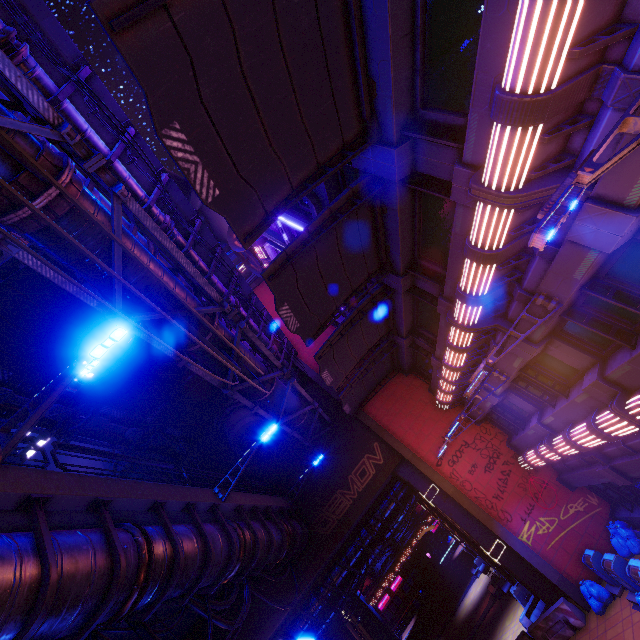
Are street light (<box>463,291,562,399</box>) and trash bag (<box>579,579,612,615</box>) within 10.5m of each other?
no

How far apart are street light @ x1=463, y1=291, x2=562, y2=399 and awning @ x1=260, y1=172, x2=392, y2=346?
4.5m

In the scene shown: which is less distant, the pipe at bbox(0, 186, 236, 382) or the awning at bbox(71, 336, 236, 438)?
the pipe at bbox(0, 186, 236, 382)

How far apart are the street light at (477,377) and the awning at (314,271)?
4.53m

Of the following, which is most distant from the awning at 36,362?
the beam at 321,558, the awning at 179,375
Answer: the beam at 321,558

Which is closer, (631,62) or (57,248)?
(631,62)

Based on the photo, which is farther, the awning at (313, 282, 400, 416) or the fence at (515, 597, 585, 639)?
the fence at (515, 597, 585, 639)

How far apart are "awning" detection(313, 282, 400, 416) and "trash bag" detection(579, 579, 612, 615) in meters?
12.2 m
